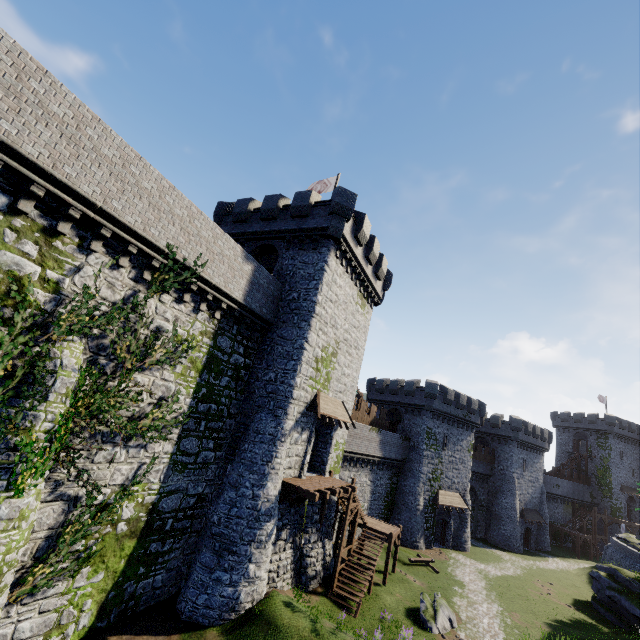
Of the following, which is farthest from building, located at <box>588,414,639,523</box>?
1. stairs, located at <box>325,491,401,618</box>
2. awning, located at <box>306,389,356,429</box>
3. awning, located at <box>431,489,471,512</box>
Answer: awning, located at <box>306,389,356,429</box>

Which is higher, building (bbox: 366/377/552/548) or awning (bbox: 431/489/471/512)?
building (bbox: 366/377/552/548)

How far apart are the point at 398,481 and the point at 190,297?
32.41m

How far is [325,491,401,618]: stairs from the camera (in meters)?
19.05

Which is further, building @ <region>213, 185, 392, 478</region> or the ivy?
building @ <region>213, 185, 392, 478</region>

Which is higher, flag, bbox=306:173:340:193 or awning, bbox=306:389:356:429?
flag, bbox=306:173:340:193

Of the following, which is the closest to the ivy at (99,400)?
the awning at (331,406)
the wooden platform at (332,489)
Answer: the wooden platform at (332,489)

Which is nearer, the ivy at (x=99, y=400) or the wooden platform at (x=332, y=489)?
the ivy at (x=99, y=400)
